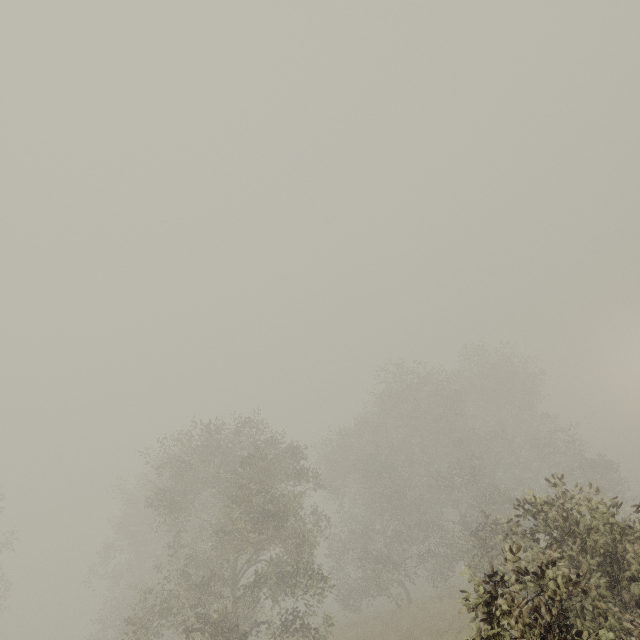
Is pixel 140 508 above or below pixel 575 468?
above
